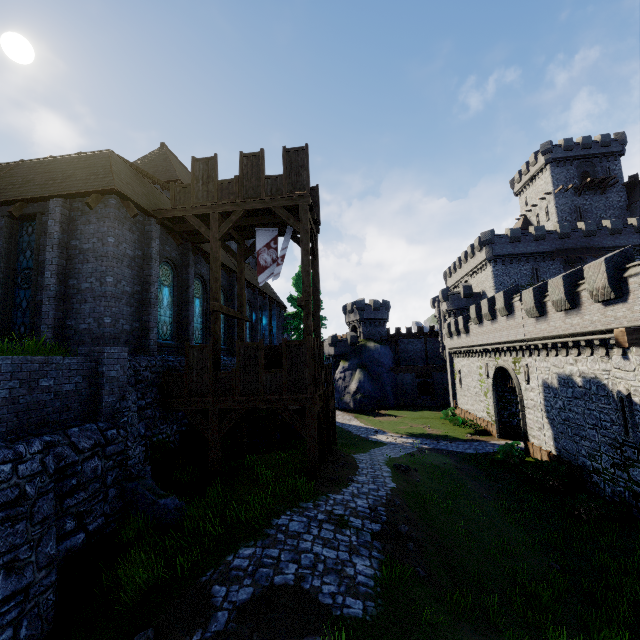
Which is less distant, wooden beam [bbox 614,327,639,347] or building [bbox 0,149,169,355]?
wooden beam [bbox 614,327,639,347]

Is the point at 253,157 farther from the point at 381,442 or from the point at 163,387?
the point at 381,442

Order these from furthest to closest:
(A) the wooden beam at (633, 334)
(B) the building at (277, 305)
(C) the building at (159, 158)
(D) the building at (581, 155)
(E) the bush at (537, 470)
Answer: (D) the building at (581, 155), (B) the building at (277, 305), (C) the building at (159, 158), (E) the bush at (537, 470), (A) the wooden beam at (633, 334)

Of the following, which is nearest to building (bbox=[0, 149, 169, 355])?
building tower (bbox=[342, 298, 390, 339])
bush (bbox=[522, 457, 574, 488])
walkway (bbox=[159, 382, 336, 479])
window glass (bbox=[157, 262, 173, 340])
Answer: window glass (bbox=[157, 262, 173, 340])

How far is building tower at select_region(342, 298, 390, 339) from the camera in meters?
54.8 m

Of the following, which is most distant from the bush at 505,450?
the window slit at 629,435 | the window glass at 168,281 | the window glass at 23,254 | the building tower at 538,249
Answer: the window glass at 23,254

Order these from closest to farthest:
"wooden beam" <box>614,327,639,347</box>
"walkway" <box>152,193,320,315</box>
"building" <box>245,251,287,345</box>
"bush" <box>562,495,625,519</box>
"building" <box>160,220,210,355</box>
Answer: "wooden beam" <box>614,327,639,347</box>
"walkway" <box>152,193,320,315</box>
"bush" <box>562,495,625,519</box>
"building" <box>160,220,210,355</box>
"building" <box>245,251,287,345</box>

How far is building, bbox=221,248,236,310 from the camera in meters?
21.2 m
